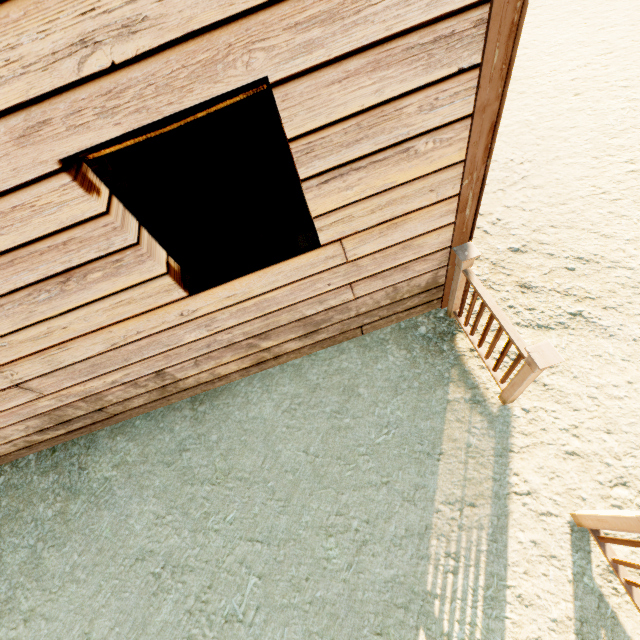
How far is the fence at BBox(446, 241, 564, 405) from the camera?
2.2m

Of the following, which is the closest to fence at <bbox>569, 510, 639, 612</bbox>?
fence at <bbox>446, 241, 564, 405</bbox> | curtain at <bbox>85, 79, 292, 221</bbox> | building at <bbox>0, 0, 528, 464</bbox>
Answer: building at <bbox>0, 0, 528, 464</bbox>

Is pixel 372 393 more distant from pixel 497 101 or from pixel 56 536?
pixel 56 536

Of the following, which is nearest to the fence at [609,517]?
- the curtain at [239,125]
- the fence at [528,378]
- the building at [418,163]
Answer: the building at [418,163]

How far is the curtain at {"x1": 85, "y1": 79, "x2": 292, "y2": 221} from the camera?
1.7 meters

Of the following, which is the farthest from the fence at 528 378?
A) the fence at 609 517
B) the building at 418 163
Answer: the fence at 609 517

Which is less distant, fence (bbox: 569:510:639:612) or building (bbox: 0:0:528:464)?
building (bbox: 0:0:528:464)

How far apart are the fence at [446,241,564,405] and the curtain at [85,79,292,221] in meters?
1.6
